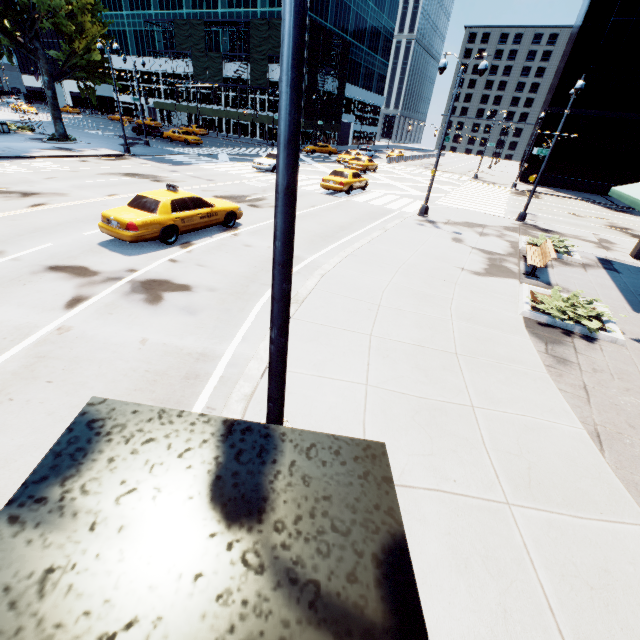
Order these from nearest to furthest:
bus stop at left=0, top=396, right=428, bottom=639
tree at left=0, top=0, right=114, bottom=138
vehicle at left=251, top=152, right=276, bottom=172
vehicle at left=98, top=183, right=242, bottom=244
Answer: bus stop at left=0, top=396, right=428, bottom=639, vehicle at left=98, top=183, right=242, bottom=244, tree at left=0, top=0, right=114, bottom=138, vehicle at left=251, top=152, right=276, bottom=172

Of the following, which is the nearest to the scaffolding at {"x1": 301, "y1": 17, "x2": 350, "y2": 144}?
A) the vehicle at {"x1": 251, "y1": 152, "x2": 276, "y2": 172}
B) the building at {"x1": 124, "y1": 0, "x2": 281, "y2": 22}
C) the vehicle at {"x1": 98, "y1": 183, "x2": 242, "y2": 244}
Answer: the building at {"x1": 124, "y1": 0, "x2": 281, "y2": 22}

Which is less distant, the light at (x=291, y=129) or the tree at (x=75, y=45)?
the light at (x=291, y=129)

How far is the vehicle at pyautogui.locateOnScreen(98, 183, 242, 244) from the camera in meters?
9.9 m

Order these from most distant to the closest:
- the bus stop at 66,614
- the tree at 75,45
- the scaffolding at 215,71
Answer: the scaffolding at 215,71 < the tree at 75,45 < the bus stop at 66,614

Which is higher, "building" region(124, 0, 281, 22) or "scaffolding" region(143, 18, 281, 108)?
"building" region(124, 0, 281, 22)

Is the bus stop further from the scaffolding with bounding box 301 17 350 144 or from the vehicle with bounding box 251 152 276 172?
the scaffolding with bounding box 301 17 350 144

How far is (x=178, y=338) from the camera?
6.67m
